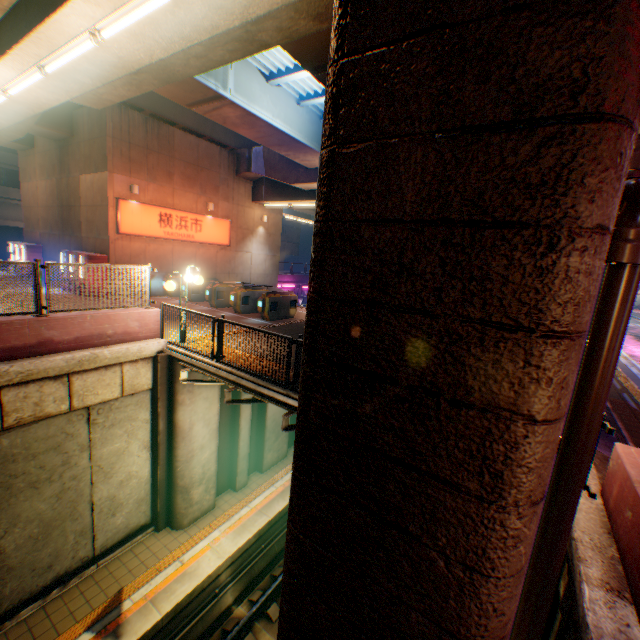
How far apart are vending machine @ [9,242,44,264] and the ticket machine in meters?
14.5 m

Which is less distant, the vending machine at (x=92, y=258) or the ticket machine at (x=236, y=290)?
the ticket machine at (x=236, y=290)

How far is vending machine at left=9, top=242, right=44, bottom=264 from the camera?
Result: 19.4m

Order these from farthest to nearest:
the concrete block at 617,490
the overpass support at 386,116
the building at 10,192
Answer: the building at 10,192
the concrete block at 617,490
the overpass support at 386,116

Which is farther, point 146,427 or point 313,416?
point 146,427

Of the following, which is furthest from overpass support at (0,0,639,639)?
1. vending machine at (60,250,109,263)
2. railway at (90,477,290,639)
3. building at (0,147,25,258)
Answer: building at (0,147,25,258)

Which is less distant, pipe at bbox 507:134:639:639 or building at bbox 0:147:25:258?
pipe at bbox 507:134:639:639

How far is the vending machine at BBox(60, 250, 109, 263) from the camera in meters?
14.9
